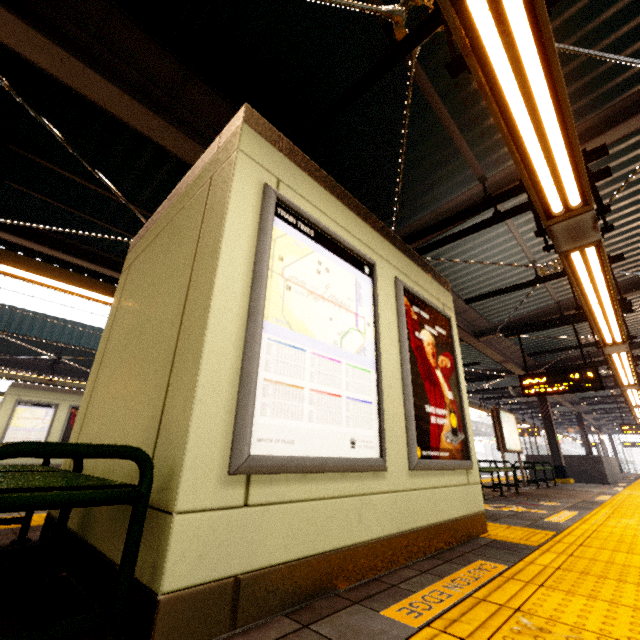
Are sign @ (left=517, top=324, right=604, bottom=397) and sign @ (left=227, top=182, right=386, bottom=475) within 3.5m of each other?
no

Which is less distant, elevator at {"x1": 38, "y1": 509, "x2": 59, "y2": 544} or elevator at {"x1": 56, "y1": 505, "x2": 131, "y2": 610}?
elevator at {"x1": 56, "y1": 505, "x2": 131, "y2": 610}

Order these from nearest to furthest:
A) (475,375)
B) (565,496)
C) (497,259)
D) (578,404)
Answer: (497,259) → (565,496) → (475,375) → (578,404)

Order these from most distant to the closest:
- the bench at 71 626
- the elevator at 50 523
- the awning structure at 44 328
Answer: the awning structure at 44 328, the elevator at 50 523, the bench at 71 626

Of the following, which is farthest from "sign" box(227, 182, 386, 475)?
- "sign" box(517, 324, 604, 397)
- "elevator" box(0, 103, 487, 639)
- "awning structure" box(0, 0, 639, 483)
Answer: "sign" box(517, 324, 604, 397)

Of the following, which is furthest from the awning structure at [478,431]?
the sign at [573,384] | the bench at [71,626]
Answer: the sign at [573,384]

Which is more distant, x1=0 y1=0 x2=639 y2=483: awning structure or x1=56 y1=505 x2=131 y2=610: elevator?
x1=0 y1=0 x2=639 y2=483: awning structure

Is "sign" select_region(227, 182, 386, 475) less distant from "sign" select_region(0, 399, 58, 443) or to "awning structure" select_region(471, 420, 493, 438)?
"awning structure" select_region(471, 420, 493, 438)
